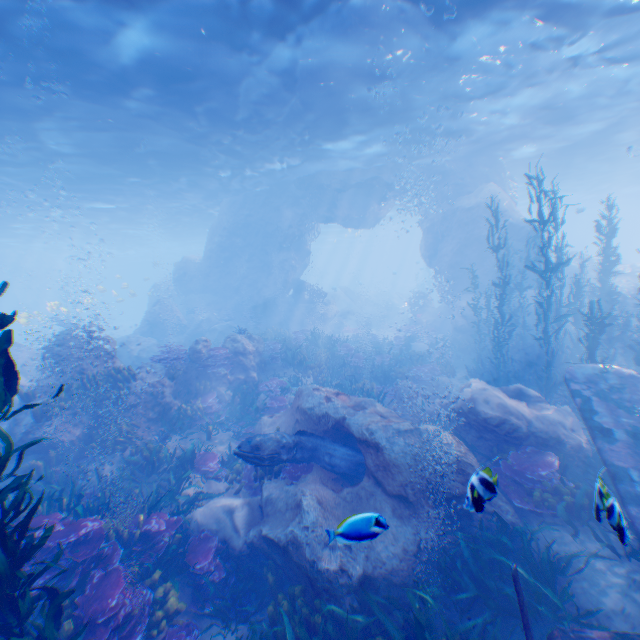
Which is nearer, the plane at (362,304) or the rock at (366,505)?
the rock at (366,505)

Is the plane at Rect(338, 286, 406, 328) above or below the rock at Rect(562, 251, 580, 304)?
below

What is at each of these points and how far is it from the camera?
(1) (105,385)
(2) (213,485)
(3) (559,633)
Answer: (1) instancedfoliageactor, 10.71m
(2) rock, 9.31m
(3) plane, 4.10m

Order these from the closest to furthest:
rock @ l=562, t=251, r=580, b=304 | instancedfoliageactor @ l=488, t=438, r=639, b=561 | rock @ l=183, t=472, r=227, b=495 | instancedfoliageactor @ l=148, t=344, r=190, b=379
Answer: instancedfoliageactor @ l=488, t=438, r=639, b=561, rock @ l=183, t=472, r=227, b=495, instancedfoliageactor @ l=148, t=344, r=190, b=379, rock @ l=562, t=251, r=580, b=304

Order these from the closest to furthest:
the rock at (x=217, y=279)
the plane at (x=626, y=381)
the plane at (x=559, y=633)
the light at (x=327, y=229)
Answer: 1. the plane at (x=559, y=633)
2. the plane at (x=626, y=381)
3. the rock at (x=217, y=279)
4. the light at (x=327, y=229)

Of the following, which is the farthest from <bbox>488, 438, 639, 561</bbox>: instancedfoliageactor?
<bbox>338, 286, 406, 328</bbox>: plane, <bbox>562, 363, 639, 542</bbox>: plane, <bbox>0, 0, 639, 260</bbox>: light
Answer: <bbox>338, 286, 406, 328</bbox>: plane

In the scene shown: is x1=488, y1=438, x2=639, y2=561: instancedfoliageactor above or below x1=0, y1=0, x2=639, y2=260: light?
below

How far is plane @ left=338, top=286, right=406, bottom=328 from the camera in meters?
35.4 m
